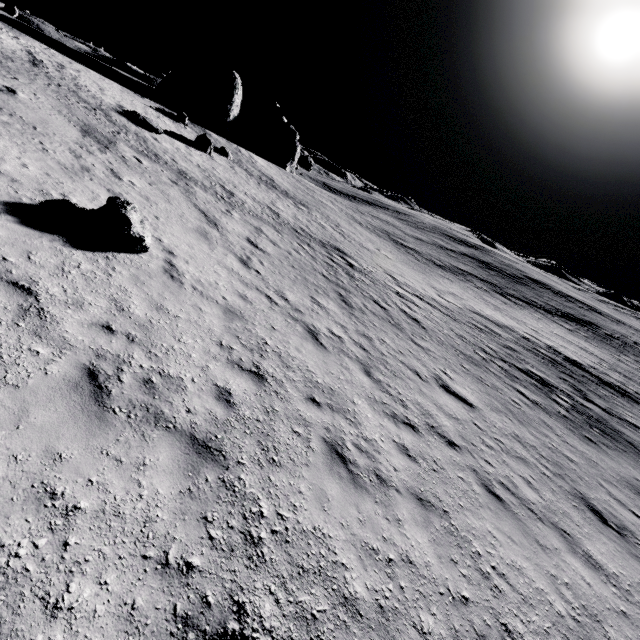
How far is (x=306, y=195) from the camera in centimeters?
→ 3869cm

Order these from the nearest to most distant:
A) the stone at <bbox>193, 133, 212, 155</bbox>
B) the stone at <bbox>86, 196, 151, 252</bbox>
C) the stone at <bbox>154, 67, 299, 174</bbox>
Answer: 1. the stone at <bbox>86, 196, 151, 252</bbox>
2. the stone at <bbox>193, 133, 212, 155</bbox>
3. the stone at <bbox>154, 67, 299, 174</bbox>

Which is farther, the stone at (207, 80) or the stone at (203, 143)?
the stone at (207, 80)

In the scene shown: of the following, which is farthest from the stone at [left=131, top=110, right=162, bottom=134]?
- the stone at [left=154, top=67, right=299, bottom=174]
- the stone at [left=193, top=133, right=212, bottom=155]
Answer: the stone at [left=154, top=67, right=299, bottom=174]

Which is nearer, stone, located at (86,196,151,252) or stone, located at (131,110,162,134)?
stone, located at (86,196,151,252)

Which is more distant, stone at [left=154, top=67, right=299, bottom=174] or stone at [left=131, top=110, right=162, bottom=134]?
stone at [left=154, top=67, right=299, bottom=174]

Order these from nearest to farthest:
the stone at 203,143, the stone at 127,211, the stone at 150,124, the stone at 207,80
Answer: the stone at 127,211 → the stone at 150,124 → the stone at 203,143 → the stone at 207,80

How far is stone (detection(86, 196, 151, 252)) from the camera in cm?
783
